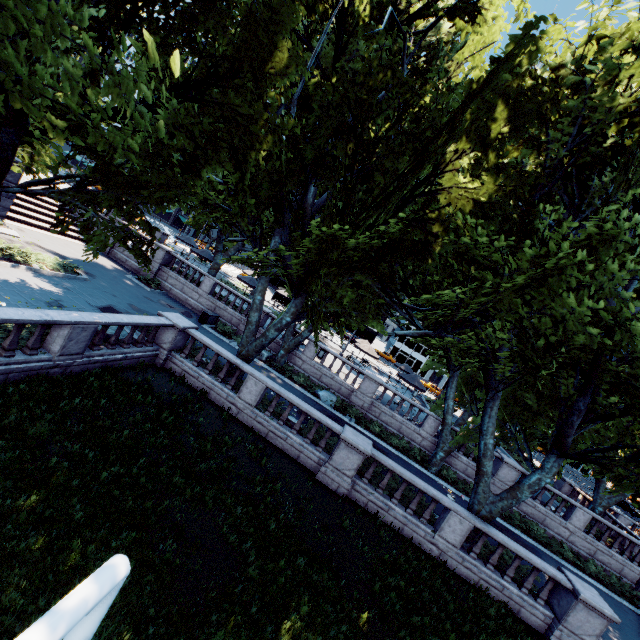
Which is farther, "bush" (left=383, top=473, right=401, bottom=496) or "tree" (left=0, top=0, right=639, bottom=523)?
"bush" (left=383, top=473, right=401, bottom=496)

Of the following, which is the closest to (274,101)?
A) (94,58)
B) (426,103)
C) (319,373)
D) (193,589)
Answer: (426,103)

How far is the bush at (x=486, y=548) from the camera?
13.3m

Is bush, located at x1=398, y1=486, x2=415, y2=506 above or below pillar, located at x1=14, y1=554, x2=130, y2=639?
below

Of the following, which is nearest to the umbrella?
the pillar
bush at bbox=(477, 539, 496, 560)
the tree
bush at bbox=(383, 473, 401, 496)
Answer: the tree

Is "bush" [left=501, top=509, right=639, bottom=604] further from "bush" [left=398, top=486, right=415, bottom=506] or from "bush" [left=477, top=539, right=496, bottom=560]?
"bush" [left=398, top=486, right=415, bottom=506]

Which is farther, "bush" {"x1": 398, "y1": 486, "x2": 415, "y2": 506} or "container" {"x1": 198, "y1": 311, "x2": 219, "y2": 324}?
"container" {"x1": 198, "y1": 311, "x2": 219, "y2": 324}

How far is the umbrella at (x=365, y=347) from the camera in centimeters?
3056cm
